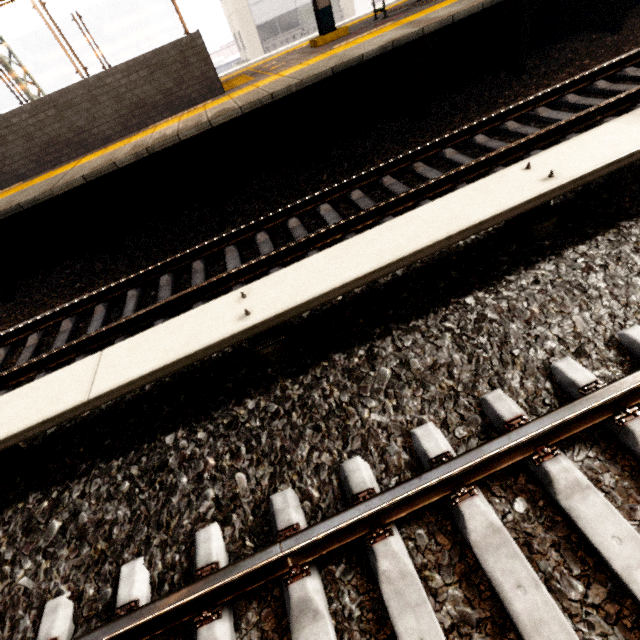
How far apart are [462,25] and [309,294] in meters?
5.8 m

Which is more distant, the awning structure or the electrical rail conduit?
the awning structure

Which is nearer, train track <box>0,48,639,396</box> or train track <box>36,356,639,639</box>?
train track <box>36,356,639,639</box>

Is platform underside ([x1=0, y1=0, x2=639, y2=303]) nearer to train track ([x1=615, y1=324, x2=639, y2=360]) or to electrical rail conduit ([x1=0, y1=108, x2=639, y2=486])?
electrical rail conduit ([x1=0, y1=108, x2=639, y2=486])

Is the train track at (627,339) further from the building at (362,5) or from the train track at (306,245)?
the building at (362,5)

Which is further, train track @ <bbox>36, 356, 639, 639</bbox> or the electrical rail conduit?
the electrical rail conduit

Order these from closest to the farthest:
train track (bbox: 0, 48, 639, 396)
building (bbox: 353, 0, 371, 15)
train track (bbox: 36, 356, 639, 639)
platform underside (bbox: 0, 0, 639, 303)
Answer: train track (bbox: 36, 356, 639, 639) < train track (bbox: 0, 48, 639, 396) < platform underside (bbox: 0, 0, 639, 303) < building (bbox: 353, 0, 371, 15)

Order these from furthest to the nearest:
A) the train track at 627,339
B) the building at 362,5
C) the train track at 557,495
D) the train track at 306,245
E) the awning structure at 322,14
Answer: the building at 362,5
the awning structure at 322,14
the train track at 306,245
the train track at 627,339
the train track at 557,495
